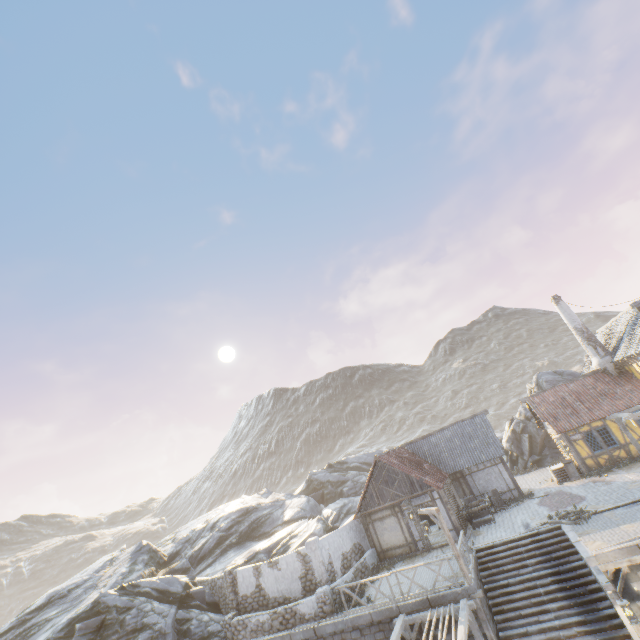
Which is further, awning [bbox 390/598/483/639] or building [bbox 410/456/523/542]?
building [bbox 410/456/523/542]

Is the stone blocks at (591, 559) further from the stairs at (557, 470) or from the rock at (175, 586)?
the stairs at (557, 470)

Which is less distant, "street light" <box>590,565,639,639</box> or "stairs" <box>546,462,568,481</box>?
"street light" <box>590,565,639,639</box>

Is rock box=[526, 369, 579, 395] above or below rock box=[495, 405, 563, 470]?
above

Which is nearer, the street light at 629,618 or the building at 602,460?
the street light at 629,618

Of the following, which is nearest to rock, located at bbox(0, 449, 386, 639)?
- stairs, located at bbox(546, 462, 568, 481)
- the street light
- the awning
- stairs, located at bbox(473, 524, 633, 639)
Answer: stairs, located at bbox(546, 462, 568, 481)

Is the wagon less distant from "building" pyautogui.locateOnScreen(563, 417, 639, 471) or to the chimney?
"building" pyautogui.locateOnScreen(563, 417, 639, 471)

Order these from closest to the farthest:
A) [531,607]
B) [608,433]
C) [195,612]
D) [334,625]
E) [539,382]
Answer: [531,607], [334,625], [195,612], [608,433], [539,382]
